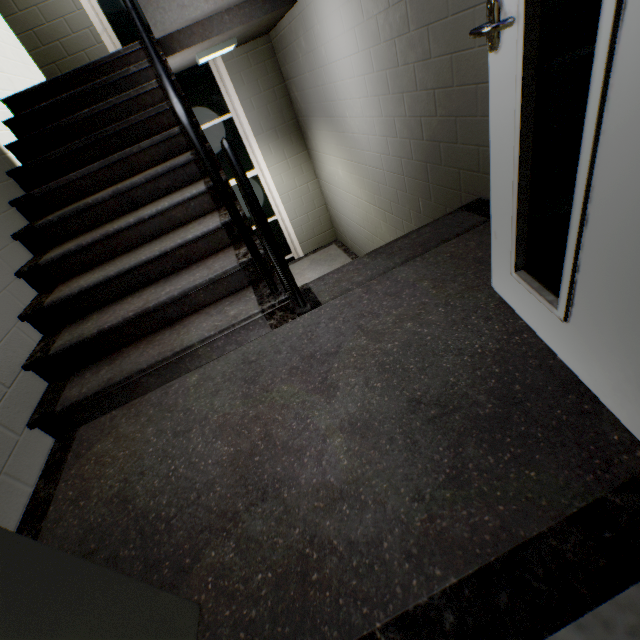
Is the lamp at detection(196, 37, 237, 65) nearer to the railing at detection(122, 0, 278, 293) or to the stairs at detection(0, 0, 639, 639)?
the stairs at detection(0, 0, 639, 639)

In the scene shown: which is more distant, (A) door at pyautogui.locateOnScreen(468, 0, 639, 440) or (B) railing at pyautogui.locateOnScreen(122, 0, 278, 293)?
(B) railing at pyautogui.locateOnScreen(122, 0, 278, 293)

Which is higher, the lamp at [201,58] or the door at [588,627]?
the lamp at [201,58]

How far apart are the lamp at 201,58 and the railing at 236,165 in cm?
227

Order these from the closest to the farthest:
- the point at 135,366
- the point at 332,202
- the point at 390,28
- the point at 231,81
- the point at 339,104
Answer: the point at 135,366, the point at 390,28, the point at 339,104, the point at 231,81, the point at 332,202

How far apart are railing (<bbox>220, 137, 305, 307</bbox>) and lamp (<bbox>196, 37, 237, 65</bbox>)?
2.3m

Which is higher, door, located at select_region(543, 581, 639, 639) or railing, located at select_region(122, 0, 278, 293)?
railing, located at select_region(122, 0, 278, 293)
